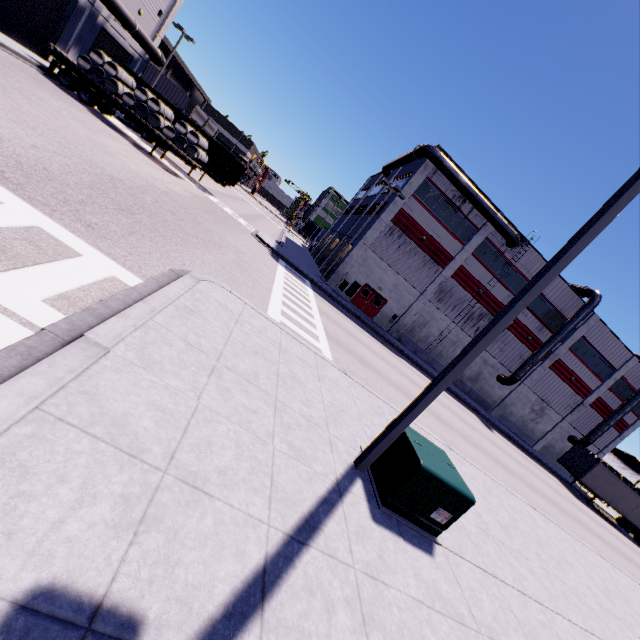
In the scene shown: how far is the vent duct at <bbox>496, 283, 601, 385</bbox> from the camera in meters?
31.1

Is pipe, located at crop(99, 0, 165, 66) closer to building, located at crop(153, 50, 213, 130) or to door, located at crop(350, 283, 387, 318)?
building, located at crop(153, 50, 213, 130)

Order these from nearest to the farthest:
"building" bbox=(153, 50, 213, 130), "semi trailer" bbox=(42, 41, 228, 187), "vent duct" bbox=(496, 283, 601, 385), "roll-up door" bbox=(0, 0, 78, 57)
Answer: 1. "roll-up door" bbox=(0, 0, 78, 57)
2. "semi trailer" bbox=(42, 41, 228, 187)
3. "vent duct" bbox=(496, 283, 601, 385)
4. "building" bbox=(153, 50, 213, 130)

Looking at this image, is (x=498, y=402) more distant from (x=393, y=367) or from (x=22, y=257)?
(x=22, y=257)

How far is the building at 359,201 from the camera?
34.62m

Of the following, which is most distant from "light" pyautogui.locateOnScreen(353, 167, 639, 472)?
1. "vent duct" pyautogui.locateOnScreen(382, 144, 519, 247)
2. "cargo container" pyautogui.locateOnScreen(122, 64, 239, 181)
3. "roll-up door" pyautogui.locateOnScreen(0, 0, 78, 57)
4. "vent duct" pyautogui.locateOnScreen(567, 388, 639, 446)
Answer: "vent duct" pyautogui.locateOnScreen(567, 388, 639, 446)

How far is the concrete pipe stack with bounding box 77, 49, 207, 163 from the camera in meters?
19.6 m

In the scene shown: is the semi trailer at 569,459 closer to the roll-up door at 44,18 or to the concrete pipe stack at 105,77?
the concrete pipe stack at 105,77
